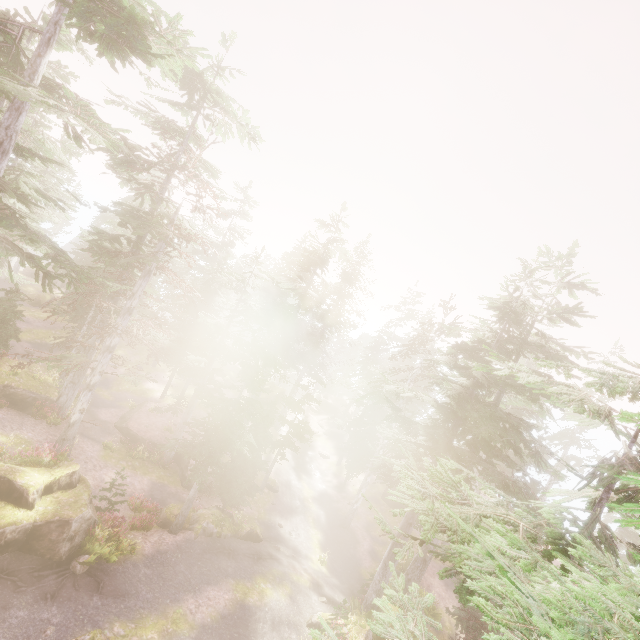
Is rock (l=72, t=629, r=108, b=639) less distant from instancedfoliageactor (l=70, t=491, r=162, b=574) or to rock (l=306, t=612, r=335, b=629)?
instancedfoliageactor (l=70, t=491, r=162, b=574)

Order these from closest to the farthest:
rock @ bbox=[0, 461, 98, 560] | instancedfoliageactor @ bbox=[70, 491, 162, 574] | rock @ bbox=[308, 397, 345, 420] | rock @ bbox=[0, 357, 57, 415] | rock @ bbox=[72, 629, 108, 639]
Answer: rock @ bbox=[72, 629, 108, 639], rock @ bbox=[0, 461, 98, 560], instancedfoliageactor @ bbox=[70, 491, 162, 574], rock @ bbox=[0, 357, 57, 415], rock @ bbox=[308, 397, 345, 420]

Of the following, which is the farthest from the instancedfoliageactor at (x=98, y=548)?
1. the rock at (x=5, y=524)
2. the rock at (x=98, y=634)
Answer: the rock at (x=98, y=634)

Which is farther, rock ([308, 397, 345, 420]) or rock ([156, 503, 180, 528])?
rock ([308, 397, 345, 420])

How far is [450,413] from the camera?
18.6m

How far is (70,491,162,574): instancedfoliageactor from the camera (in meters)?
12.67

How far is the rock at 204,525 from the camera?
18.1 meters

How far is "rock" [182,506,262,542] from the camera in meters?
18.1
